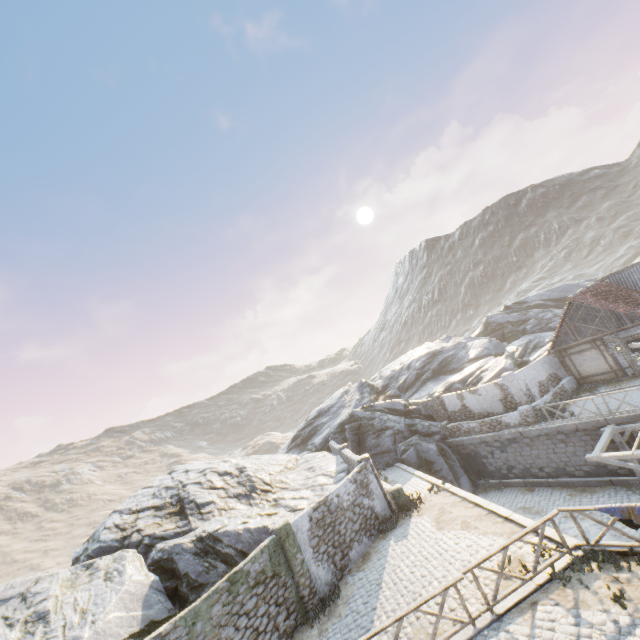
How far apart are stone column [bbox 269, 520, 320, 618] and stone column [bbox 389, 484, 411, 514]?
5.12m

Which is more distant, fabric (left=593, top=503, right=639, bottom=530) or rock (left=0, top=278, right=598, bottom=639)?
rock (left=0, top=278, right=598, bottom=639)

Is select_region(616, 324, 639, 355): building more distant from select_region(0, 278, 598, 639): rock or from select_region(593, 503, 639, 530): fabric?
select_region(0, 278, 598, 639): rock

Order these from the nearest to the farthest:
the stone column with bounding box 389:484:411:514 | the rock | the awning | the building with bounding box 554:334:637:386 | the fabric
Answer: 1. the fabric
2. the rock
3. the awning
4. the stone column with bounding box 389:484:411:514
5. the building with bounding box 554:334:637:386

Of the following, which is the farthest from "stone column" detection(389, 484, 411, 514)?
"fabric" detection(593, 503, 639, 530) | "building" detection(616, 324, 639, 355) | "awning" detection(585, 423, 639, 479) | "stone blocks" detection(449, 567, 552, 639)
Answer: "building" detection(616, 324, 639, 355)

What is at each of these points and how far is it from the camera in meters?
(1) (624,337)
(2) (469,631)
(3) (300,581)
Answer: (1) building, 19.8 m
(2) stone blocks, 8.4 m
(3) stone column, 12.1 m

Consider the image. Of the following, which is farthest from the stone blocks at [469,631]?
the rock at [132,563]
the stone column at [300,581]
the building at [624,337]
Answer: the stone column at [300,581]

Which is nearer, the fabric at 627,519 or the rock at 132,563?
the fabric at 627,519
